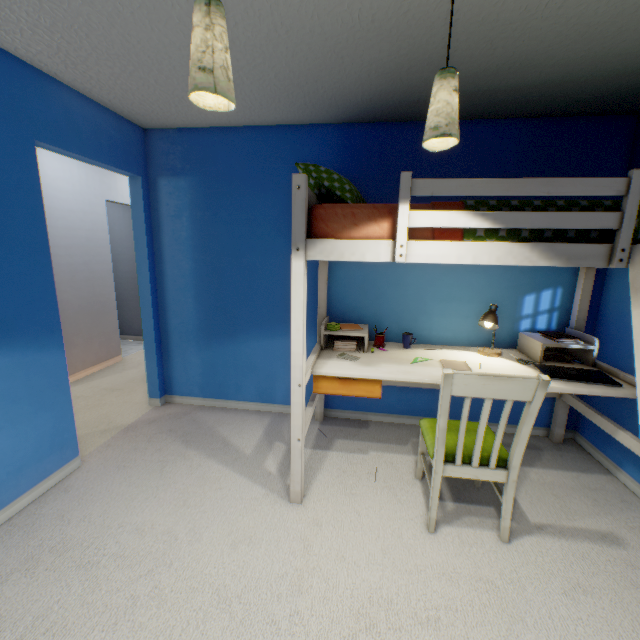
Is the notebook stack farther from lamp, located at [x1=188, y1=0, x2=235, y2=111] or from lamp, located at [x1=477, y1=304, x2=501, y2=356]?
lamp, located at [x1=188, y1=0, x2=235, y2=111]

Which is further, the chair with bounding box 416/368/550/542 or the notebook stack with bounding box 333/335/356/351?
the notebook stack with bounding box 333/335/356/351

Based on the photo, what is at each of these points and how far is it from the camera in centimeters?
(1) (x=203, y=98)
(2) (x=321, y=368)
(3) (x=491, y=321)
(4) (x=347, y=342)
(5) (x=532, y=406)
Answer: (1) lamp, 93cm
(2) loft bed, 209cm
(3) lamp, 228cm
(4) notebook stack, 245cm
(5) chair, 152cm

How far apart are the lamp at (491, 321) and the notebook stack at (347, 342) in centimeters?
92cm

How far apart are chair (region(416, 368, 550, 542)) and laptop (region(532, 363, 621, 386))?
0.5 meters

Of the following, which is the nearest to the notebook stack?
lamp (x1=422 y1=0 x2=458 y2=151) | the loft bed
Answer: the loft bed

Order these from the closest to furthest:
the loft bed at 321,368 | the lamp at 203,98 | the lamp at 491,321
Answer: the lamp at 203,98
the loft bed at 321,368
the lamp at 491,321

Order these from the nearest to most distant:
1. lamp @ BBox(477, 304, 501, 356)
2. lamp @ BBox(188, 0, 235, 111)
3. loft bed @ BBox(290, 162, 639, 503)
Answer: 1. lamp @ BBox(188, 0, 235, 111)
2. loft bed @ BBox(290, 162, 639, 503)
3. lamp @ BBox(477, 304, 501, 356)
